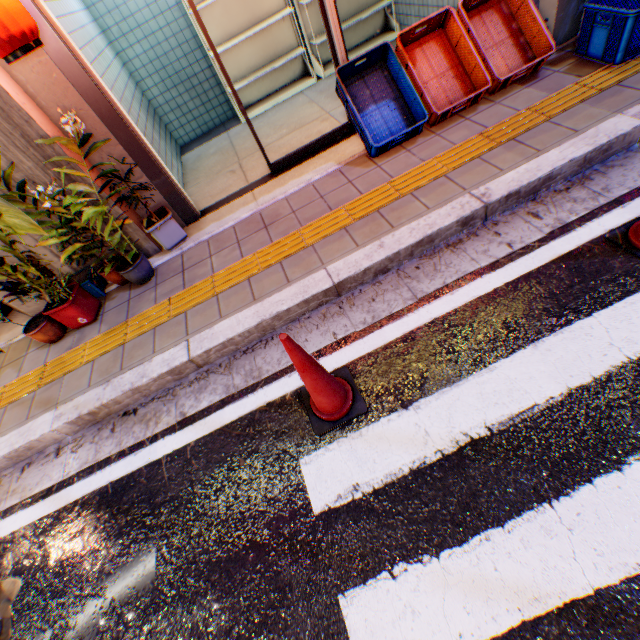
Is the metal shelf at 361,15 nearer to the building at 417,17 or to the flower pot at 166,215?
the building at 417,17

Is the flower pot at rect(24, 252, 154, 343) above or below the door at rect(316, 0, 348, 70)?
below

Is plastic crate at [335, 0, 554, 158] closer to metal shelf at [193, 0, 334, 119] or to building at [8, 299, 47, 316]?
building at [8, 299, 47, 316]

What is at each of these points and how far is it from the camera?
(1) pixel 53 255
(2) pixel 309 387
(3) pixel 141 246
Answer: (1) building, 3.60m
(2) road cone, 1.96m
(3) building, 3.84m

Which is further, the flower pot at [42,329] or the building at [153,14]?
the building at [153,14]

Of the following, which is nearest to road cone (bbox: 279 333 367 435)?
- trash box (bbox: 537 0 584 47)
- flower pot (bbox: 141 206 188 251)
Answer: flower pot (bbox: 141 206 188 251)

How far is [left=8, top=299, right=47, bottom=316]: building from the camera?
3.8m

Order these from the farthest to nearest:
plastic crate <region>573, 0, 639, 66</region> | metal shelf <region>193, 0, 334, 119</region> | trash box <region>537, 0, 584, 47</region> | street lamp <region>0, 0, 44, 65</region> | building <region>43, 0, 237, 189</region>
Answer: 1. metal shelf <region>193, 0, 334, 119</region>
2. building <region>43, 0, 237, 189</region>
3. trash box <region>537, 0, 584, 47</region>
4. plastic crate <region>573, 0, 639, 66</region>
5. street lamp <region>0, 0, 44, 65</region>
